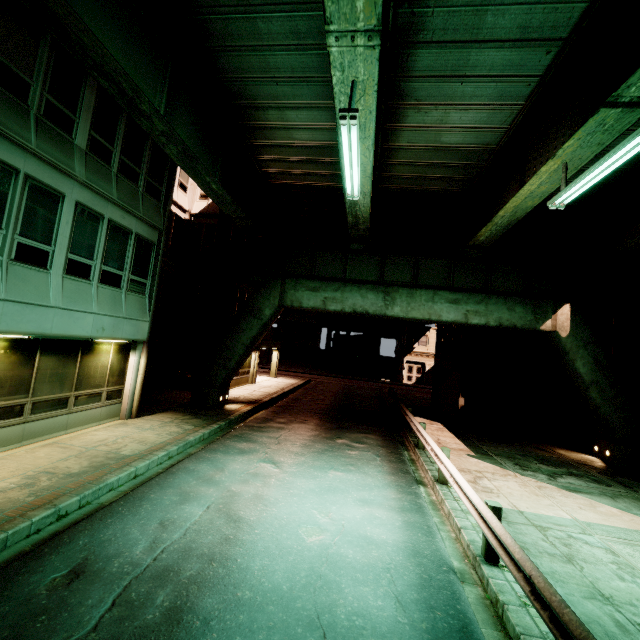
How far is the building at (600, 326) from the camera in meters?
17.1 m

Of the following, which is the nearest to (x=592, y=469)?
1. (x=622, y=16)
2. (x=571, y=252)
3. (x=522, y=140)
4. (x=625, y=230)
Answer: (x=625, y=230)

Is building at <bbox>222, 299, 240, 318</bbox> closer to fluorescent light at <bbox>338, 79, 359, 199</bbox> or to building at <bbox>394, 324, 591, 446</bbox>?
fluorescent light at <bbox>338, 79, 359, 199</bbox>

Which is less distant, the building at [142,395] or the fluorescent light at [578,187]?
the fluorescent light at [578,187]

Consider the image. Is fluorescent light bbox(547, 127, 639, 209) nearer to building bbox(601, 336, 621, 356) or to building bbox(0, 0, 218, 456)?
building bbox(601, 336, 621, 356)

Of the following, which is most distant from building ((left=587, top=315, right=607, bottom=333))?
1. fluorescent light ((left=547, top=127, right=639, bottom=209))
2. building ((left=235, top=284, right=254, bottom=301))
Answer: building ((left=235, top=284, right=254, bottom=301))

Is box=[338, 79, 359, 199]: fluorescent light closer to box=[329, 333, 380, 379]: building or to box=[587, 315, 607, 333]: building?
box=[587, 315, 607, 333]: building

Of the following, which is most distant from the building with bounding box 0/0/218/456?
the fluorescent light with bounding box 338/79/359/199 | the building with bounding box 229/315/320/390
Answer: the building with bounding box 229/315/320/390
